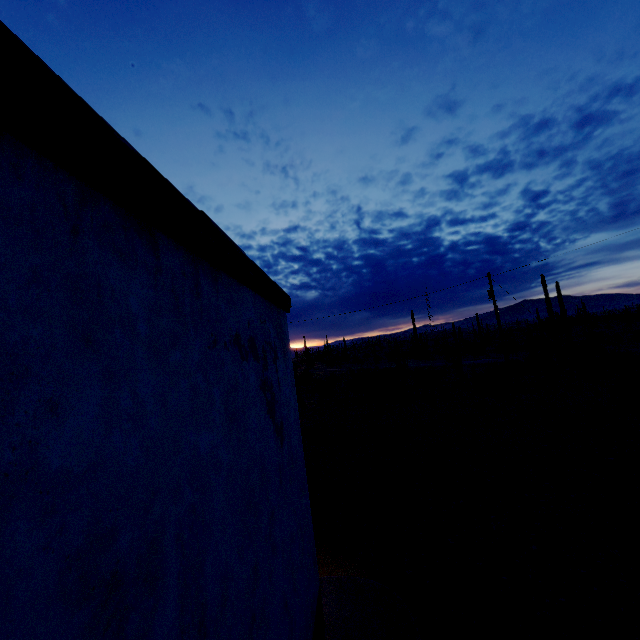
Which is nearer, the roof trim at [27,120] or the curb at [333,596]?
the roof trim at [27,120]

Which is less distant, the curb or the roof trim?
the roof trim

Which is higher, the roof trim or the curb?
the roof trim

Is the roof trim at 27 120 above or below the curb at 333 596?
above

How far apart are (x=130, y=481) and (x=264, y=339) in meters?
2.3
